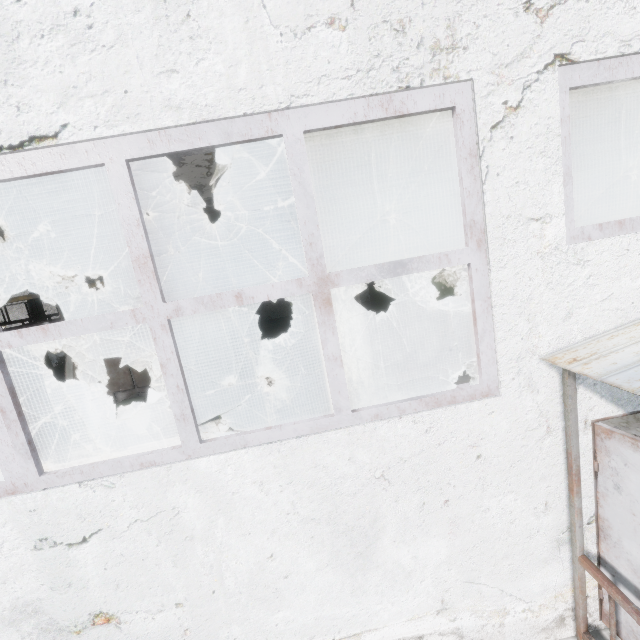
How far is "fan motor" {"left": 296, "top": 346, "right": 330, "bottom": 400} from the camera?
9.91m

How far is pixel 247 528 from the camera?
2.8 meters

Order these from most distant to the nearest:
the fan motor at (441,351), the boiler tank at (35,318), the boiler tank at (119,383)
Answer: the boiler tank at (35,318) → the fan motor at (441,351) → the boiler tank at (119,383)

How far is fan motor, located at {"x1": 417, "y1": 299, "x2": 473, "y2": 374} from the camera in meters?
9.7 m

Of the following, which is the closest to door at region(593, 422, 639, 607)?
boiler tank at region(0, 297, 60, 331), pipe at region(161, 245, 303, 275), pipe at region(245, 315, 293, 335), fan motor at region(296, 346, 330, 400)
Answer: pipe at region(161, 245, 303, 275)

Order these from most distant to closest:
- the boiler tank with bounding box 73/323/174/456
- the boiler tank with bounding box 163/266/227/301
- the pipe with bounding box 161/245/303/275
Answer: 1. the boiler tank with bounding box 163/266/227/301
2. the pipe with bounding box 161/245/303/275
3. the boiler tank with bounding box 73/323/174/456

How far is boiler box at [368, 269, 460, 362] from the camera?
10.85m

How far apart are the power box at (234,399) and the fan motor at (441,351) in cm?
608
